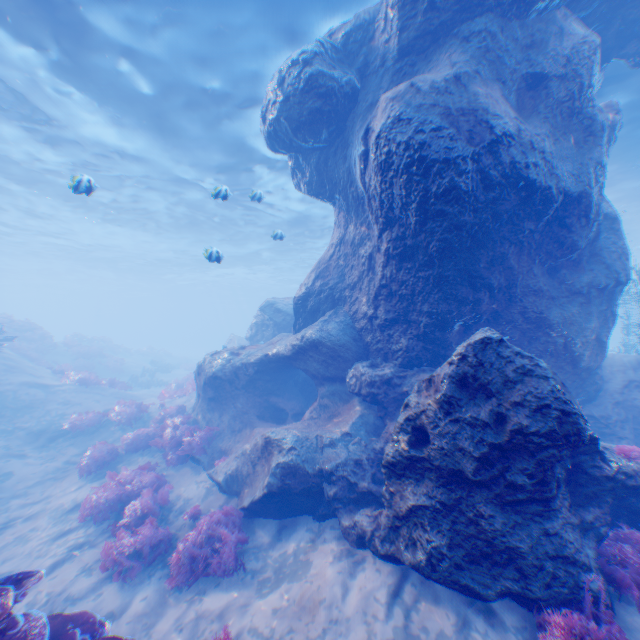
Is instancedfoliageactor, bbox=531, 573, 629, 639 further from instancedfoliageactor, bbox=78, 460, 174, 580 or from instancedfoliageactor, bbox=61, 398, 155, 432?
instancedfoliageactor, bbox=61, 398, 155, 432

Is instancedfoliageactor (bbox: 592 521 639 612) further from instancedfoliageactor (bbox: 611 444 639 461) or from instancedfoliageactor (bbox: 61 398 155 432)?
instancedfoliageactor (bbox: 61 398 155 432)

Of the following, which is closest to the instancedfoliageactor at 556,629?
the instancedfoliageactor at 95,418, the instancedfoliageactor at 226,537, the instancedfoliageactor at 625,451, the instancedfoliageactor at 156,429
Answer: the instancedfoliageactor at 625,451

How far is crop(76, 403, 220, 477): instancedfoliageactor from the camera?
10.4m

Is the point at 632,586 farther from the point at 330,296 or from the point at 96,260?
the point at 96,260

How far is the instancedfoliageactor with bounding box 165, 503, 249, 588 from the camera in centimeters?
630cm

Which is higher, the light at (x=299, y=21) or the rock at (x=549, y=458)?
the light at (x=299, y=21)

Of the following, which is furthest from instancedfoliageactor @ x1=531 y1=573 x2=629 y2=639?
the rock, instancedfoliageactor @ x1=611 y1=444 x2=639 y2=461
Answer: instancedfoliageactor @ x1=611 y1=444 x2=639 y2=461
